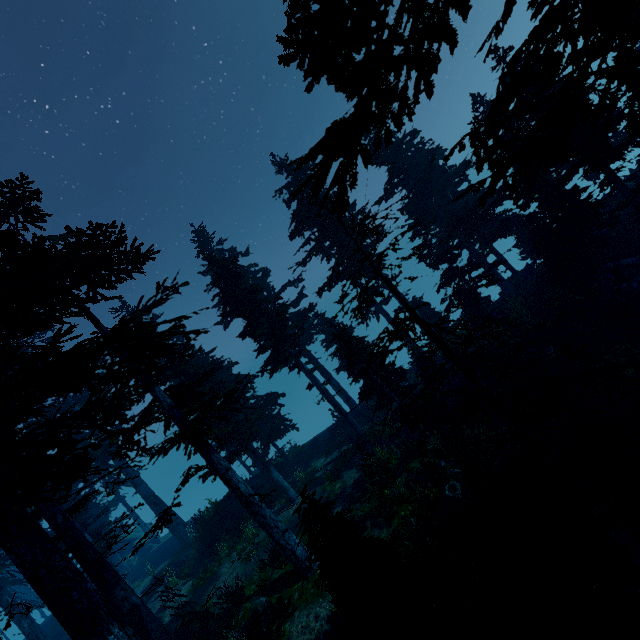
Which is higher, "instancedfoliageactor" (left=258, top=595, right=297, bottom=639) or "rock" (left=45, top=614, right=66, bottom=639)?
"rock" (left=45, top=614, right=66, bottom=639)

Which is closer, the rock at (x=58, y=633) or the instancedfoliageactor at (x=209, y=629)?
the instancedfoliageactor at (x=209, y=629)

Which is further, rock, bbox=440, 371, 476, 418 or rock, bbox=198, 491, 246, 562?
rock, bbox=198, 491, 246, 562

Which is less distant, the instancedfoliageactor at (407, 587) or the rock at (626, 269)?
the instancedfoliageactor at (407, 587)

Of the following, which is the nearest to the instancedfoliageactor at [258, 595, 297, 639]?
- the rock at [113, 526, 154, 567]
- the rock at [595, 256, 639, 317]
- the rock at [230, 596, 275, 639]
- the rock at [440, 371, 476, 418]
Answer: the rock at [113, 526, 154, 567]

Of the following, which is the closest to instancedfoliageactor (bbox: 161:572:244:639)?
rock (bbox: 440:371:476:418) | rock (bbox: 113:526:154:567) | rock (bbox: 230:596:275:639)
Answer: rock (bbox: 113:526:154:567)

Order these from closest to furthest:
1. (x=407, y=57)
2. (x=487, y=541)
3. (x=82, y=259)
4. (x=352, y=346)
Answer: (x=407, y=57), (x=487, y=541), (x=82, y=259), (x=352, y=346)

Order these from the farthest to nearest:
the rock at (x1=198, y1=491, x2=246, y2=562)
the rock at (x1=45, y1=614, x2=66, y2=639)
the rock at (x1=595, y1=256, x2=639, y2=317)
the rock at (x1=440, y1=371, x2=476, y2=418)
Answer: the rock at (x1=45, y1=614, x2=66, y2=639) < the rock at (x1=198, y1=491, x2=246, y2=562) < the rock at (x1=440, y1=371, x2=476, y2=418) < the rock at (x1=595, y1=256, x2=639, y2=317)
